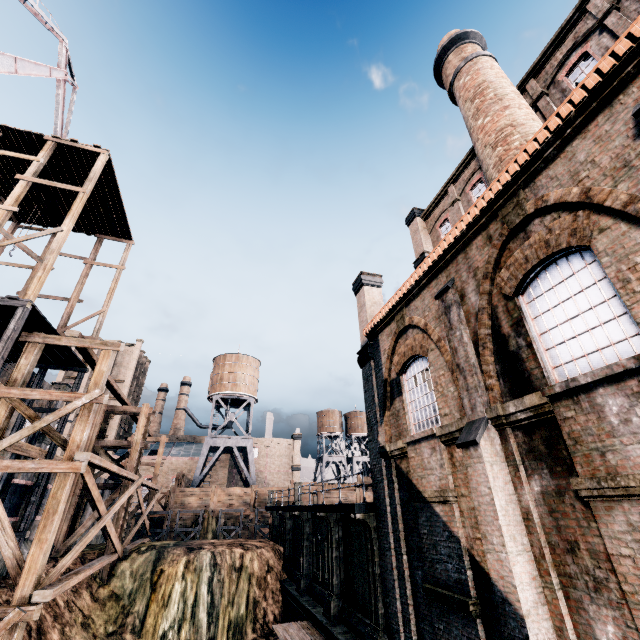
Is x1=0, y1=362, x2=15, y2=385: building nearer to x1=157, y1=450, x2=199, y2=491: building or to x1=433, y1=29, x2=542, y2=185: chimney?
x1=157, y1=450, x2=199, y2=491: building

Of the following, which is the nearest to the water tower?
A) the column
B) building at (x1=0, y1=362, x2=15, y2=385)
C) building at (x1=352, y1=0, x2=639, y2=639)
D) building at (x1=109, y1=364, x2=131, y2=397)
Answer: building at (x1=109, y1=364, x2=131, y2=397)

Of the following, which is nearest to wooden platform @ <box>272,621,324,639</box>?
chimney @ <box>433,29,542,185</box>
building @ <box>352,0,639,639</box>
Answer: building @ <box>352,0,639,639</box>

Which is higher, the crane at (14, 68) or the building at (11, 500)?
the crane at (14, 68)

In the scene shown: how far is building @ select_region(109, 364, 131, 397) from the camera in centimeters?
5845cm

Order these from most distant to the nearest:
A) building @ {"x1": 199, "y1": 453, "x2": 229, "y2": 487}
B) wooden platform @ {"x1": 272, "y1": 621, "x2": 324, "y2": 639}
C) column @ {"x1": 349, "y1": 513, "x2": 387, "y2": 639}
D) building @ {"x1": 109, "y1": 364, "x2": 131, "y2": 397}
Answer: building @ {"x1": 109, "y1": 364, "x2": 131, "y2": 397} < building @ {"x1": 199, "y1": 453, "x2": 229, "y2": 487} < wooden platform @ {"x1": 272, "y1": 621, "x2": 324, "y2": 639} < column @ {"x1": 349, "y1": 513, "x2": 387, "y2": 639}

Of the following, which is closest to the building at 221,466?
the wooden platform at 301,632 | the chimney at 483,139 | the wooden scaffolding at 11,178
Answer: the wooden scaffolding at 11,178

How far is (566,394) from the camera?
6.6m
